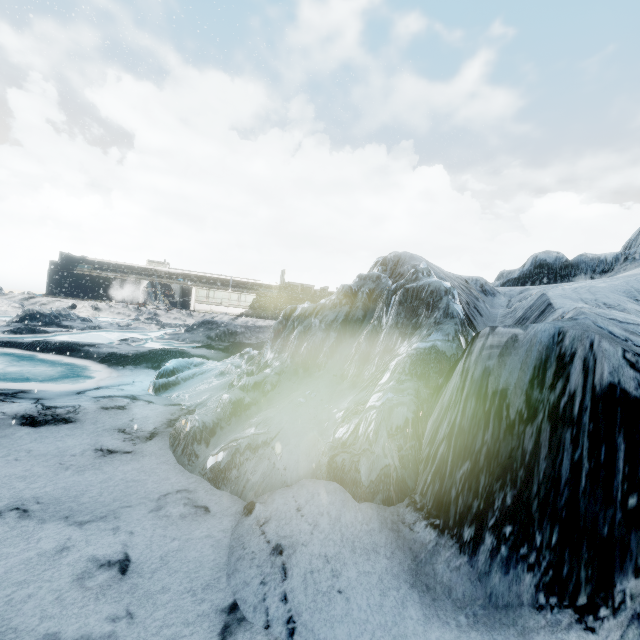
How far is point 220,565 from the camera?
3.7 meters
